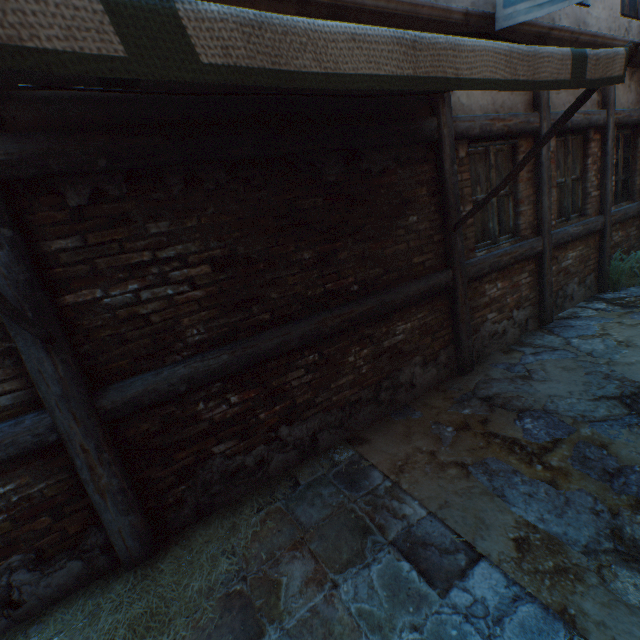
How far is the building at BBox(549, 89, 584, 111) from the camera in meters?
4.5 m

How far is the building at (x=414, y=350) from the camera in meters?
2.6 m

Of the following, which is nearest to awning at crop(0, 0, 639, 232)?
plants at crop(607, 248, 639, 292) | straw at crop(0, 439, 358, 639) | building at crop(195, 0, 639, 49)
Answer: building at crop(195, 0, 639, 49)

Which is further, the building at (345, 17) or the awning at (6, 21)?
the building at (345, 17)

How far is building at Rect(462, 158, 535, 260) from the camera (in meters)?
4.14

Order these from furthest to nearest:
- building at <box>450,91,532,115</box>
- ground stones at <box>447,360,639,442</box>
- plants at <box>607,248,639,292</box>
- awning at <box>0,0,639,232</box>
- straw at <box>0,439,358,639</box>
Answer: plants at <box>607,248,639,292</box> → building at <box>450,91,532,115</box> → ground stones at <box>447,360,639,442</box> → straw at <box>0,439,358,639</box> → awning at <box>0,0,639,232</box>

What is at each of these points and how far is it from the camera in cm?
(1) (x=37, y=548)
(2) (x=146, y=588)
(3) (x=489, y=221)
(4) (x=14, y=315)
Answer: (1) building, 225
(2) straw, 232
(3) building, 437
(4) awning, 163
